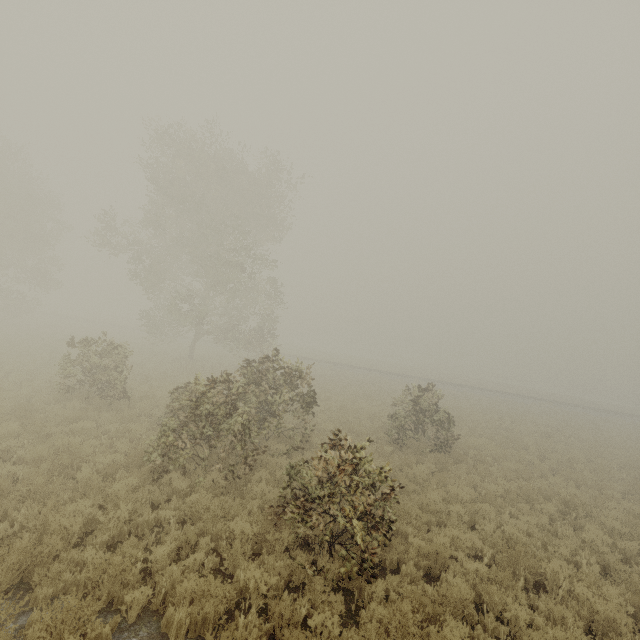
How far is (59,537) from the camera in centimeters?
538cm
